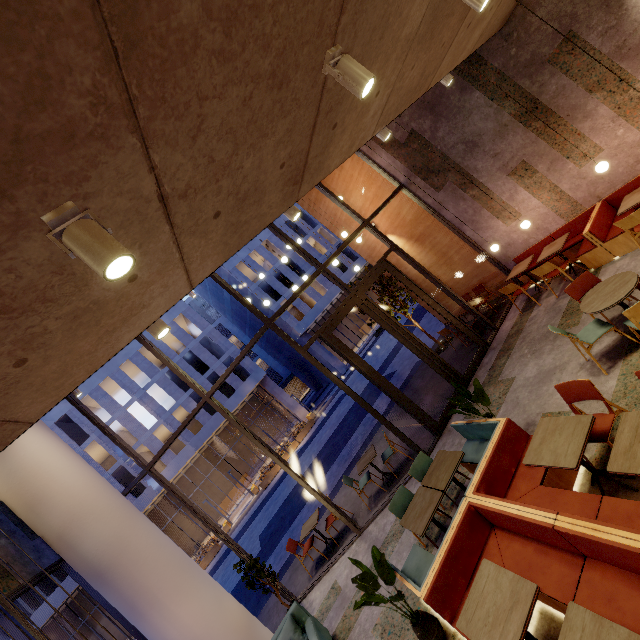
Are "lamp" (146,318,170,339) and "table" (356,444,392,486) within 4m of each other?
no

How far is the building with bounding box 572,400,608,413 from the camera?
4.2m

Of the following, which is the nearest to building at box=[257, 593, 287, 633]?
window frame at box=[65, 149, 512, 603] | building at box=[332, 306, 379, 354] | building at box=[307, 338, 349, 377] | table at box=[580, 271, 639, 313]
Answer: window frame at box=[65, 149, 512, 603]

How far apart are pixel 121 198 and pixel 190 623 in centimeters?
710cm

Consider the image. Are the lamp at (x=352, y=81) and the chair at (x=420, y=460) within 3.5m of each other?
no

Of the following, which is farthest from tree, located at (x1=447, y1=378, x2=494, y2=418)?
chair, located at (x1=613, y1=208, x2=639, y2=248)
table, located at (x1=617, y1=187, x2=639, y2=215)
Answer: table, located at (x1=617, y1=187, x2=639, y2=215)

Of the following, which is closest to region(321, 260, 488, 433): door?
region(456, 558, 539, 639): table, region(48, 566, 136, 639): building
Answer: region(456, 558, 539, 639): table

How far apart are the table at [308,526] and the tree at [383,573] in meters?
3.8
